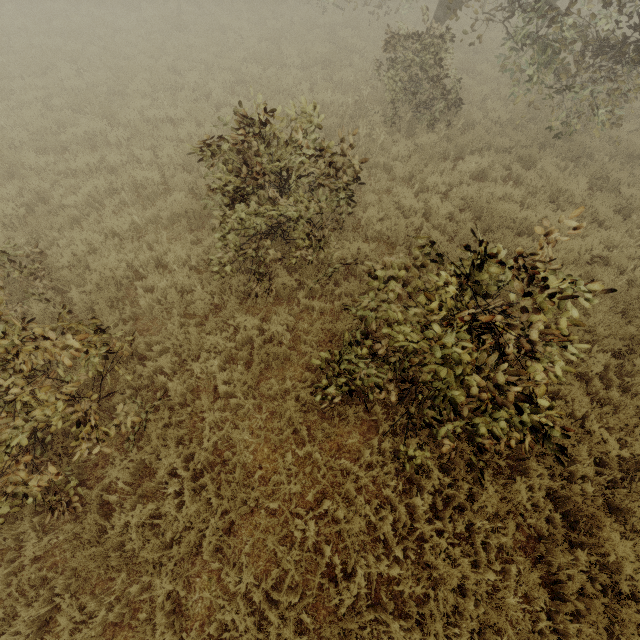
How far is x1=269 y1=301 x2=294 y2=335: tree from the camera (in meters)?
5.64

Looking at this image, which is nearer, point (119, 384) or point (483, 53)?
point (119, 384)

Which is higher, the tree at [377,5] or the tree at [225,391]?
the tree at [377,5]

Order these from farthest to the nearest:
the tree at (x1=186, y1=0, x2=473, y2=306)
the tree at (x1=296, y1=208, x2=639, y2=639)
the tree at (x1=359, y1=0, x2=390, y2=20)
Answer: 1. the tree at (x1=359, y1=0, x2=390, y2=20)
2. the tree at (x1=186, y1=0, x2=473, y2=306)
3. the tree at (x1=296, y1=208, x2=639, y2=639)

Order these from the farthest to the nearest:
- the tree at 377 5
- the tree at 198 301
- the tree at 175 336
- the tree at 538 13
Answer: the tree at 377 5
the tree at 538 13
the tree at 198 301
the tree at 175 336

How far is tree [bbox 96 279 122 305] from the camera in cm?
564

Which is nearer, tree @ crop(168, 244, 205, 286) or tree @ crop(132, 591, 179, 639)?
tree @ crop(132, 591, 179, 639)
